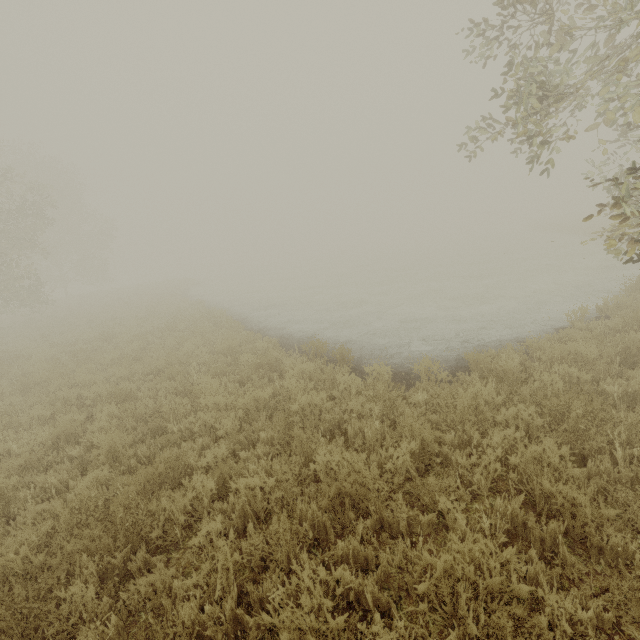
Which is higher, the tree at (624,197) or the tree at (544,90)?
the tree at (544,90)

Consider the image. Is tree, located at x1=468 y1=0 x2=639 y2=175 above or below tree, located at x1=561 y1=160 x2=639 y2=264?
above

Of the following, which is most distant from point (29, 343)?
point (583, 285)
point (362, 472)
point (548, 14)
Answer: point (583, 285)

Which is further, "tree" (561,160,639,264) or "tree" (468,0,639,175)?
"tree" (468,0,639,175)

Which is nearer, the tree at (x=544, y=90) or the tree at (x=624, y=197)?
the tree at (x=624, y=197)
